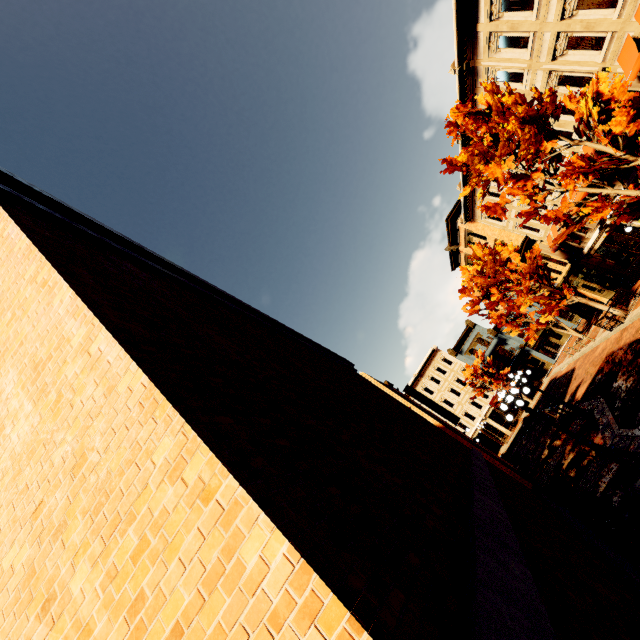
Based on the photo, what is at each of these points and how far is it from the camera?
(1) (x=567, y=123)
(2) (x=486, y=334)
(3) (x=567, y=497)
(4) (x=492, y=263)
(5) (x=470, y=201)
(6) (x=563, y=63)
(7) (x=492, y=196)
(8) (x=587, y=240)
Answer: (1) building, 17.3m
(2) building, 44.4m
(3) garbage, 11.0m
(4) tree, 22.7m
(5) building, 27.9m
(6) building, 14.9m
(7) building, 26.1m
(8) building, 24.2m

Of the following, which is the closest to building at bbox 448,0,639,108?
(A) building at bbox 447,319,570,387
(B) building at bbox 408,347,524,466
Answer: (A) building at bbox 447,319,570,387

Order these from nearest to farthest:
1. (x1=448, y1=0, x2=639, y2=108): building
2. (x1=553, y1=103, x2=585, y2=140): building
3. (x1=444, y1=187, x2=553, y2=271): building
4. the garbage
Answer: the garbage, (x1=448, y1=0, x2=639, y2=108): building, (x1=553, y1=103, x2=585, y2=140): building, (x1=444, y1=187, x2=553, y2=271): building

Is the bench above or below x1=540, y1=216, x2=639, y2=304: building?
below

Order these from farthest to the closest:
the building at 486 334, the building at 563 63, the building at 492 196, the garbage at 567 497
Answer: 1. the building at 486 334
2. the building at 492 196
3. the building at 563 63
4. the garbage at 567 497

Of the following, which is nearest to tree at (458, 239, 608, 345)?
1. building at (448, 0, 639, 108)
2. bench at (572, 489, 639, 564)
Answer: building at (448, 0, 639, 108)

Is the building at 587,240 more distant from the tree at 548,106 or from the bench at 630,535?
the bench at 630,535

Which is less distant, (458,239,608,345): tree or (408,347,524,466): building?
(458,239,608,345): tree
